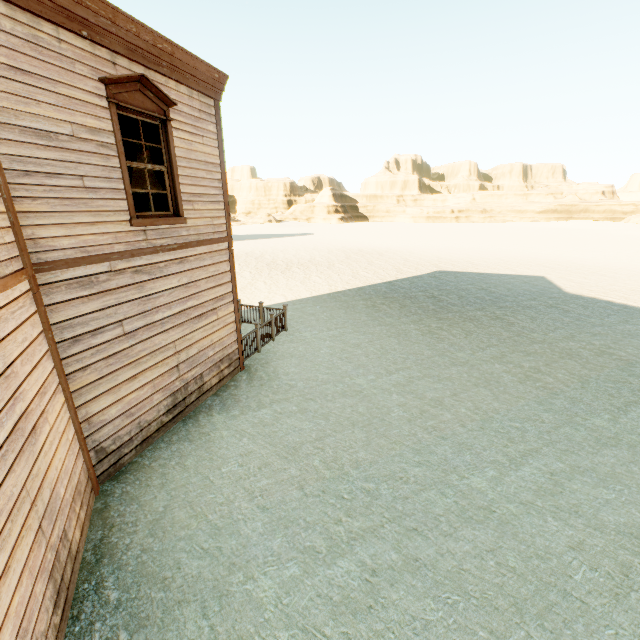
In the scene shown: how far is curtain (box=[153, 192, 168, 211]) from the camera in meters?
6.1 m

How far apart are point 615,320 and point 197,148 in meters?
16.3 m

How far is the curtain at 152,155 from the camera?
5.8 meters

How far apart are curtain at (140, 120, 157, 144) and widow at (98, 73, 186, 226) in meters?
0.0 m

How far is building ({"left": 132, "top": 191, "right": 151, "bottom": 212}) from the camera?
8.2 meters

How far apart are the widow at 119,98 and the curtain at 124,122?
0.05m

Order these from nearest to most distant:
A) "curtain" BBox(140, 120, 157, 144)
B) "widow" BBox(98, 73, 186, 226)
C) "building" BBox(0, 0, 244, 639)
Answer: "building" BBox(0, 0, 244, 639), "widow" BBox(98, 73, 186, 226), "curtain" BBox(140, 120, 157, 144)
